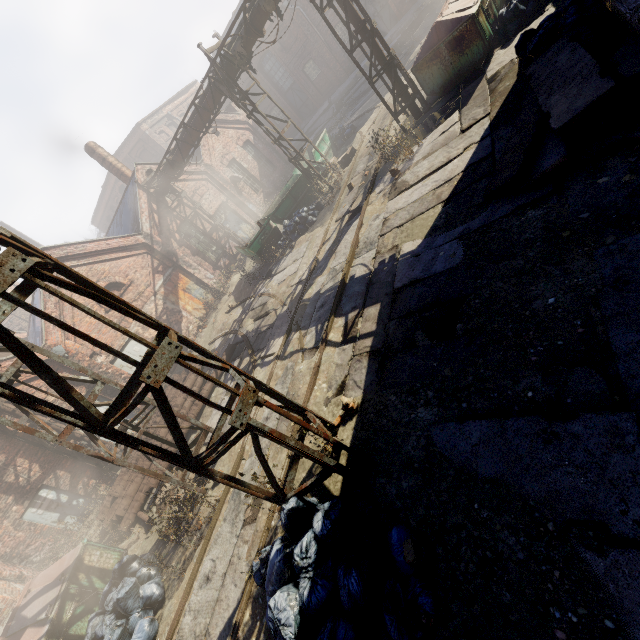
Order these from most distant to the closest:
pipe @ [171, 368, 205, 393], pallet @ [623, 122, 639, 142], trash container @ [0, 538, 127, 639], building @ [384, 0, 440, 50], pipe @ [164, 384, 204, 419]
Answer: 1. building @ [384, 0, 440, 50]
2. pipe @ [171, 368, 205, 393]
3. pipe @ [164, 384, 204, 419]
4. trash container @ [0, 538, 127, 639]
5. pallet @ [623, 122, 639, 142]

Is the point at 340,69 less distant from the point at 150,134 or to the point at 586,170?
the point at 150,134

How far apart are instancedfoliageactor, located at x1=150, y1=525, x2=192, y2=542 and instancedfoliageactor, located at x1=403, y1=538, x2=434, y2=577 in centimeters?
592cm

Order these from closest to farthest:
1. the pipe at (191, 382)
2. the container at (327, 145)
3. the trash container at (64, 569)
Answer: → the trash container at (64, 569) → the pipe at (191, 382) → the container at (327, 145)

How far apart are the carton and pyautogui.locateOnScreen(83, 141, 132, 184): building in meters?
12.3

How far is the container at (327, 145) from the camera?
17.5 meters

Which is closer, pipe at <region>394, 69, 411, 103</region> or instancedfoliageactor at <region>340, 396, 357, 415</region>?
instancedfoliageactor at <region>340, 396, 357, 415</region>

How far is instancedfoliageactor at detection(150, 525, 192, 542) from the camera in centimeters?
641cm
